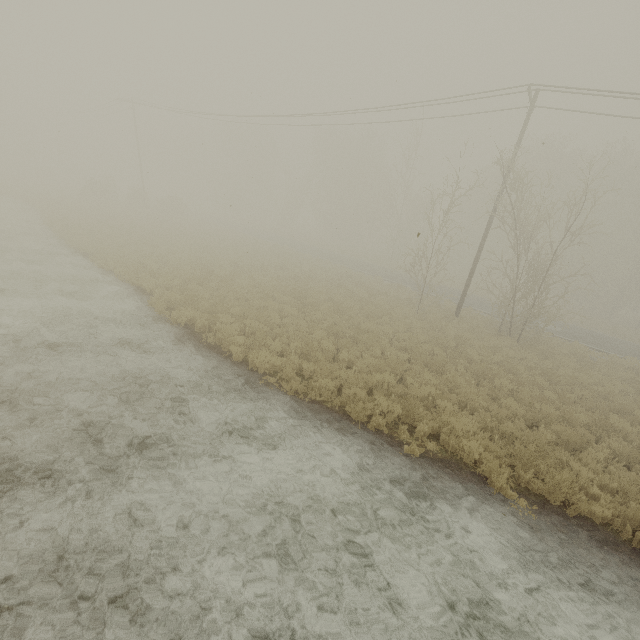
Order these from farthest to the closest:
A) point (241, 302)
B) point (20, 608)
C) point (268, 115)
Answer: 1. point (268, 115)
2. point (241, 302)
3. point (20, 608)
